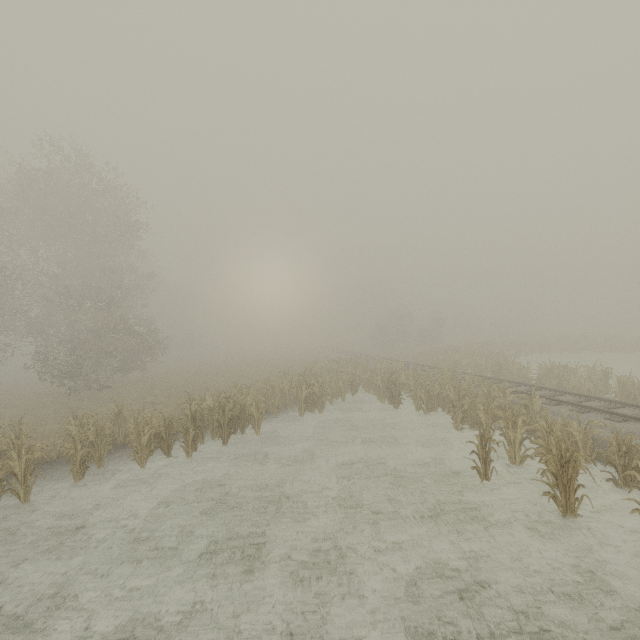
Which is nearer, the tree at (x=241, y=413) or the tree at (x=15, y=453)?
the tree at (x=241, y=413)

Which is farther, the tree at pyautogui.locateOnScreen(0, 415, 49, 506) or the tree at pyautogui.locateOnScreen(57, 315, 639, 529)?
the tree at pyautogui.locateOnScreen(0, 415, 49, 506)

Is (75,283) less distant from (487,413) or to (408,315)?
(487,413)
